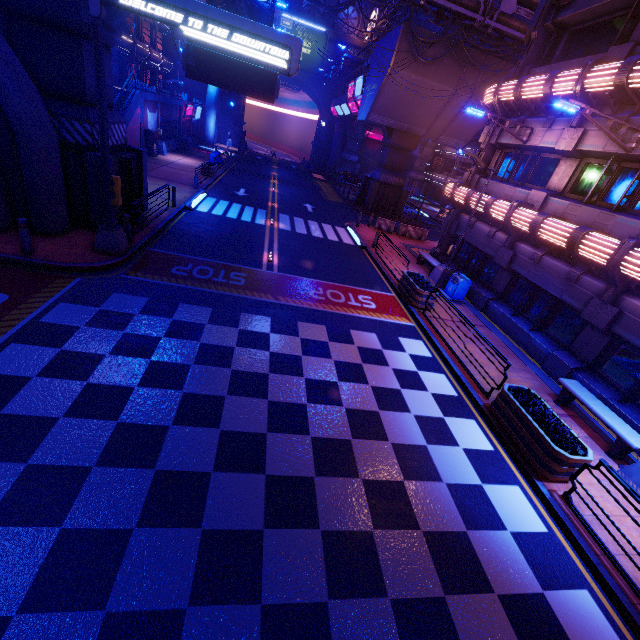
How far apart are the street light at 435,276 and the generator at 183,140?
32.0m

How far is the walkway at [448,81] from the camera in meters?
24.8 m

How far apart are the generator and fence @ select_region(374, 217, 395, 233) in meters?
24.3

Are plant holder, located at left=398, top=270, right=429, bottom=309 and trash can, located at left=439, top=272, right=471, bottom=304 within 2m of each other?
yes

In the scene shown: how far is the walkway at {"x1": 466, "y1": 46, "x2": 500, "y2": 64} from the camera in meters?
24.4

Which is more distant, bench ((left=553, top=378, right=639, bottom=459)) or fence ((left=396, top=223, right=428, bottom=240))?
fence ((left=396, top=223, right=428, bottom=240))

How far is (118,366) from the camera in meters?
7.0

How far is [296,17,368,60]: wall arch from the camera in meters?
47.2 m
